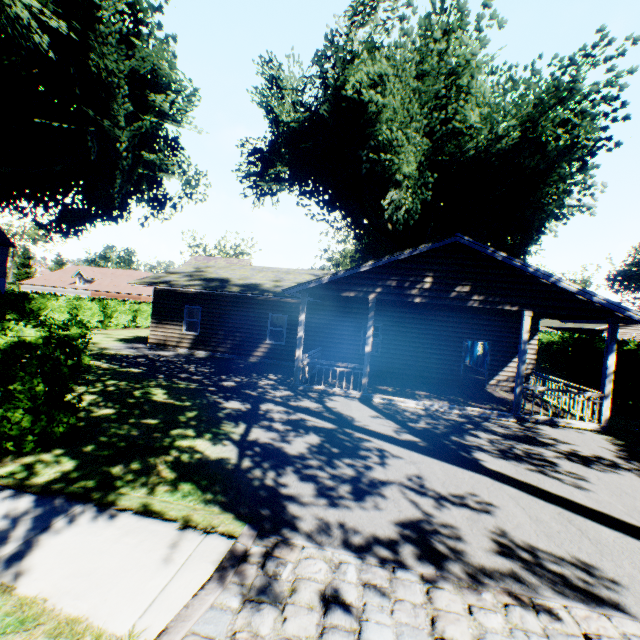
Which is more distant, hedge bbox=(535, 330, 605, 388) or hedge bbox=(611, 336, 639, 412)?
hedge bbox=(535, 330, 605, 388)

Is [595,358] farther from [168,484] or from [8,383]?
[8,383]

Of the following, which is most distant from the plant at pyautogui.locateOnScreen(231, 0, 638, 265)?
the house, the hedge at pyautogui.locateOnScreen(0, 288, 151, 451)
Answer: the hedge at pyautogui.locateOnScreen(0, 288, 151, 451)

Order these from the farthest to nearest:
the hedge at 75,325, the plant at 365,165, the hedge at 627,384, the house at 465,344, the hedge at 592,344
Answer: the hedge at 592,344, the plant at 365,165, the hedge at 627,384, the house at 465,344, the hedge at 75,325

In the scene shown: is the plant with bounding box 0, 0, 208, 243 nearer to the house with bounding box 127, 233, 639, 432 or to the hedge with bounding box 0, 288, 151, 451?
the house with bounding box 127, 233, 639, 432

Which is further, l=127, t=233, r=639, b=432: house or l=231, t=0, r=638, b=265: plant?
l=231, t=0, r=638, b=265: plant

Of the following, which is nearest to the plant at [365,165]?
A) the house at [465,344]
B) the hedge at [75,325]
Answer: the house at [465,344]
